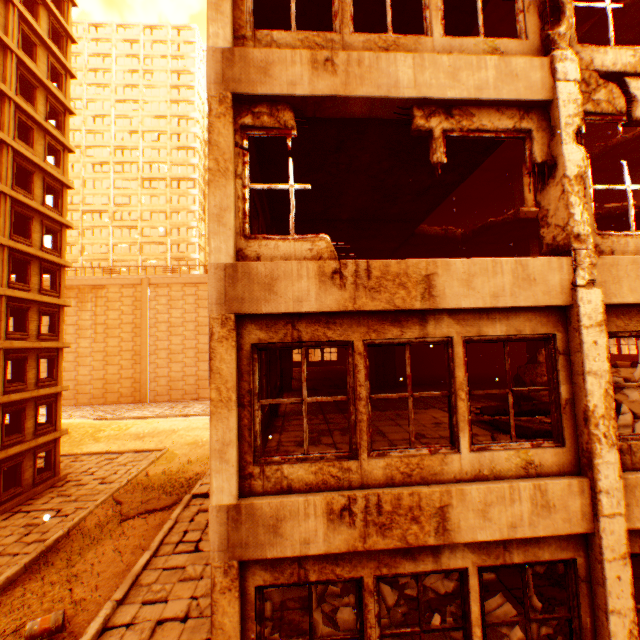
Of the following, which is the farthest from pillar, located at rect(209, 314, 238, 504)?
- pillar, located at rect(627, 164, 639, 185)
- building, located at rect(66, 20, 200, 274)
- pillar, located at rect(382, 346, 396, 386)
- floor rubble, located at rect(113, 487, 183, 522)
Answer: building, located at rect(66, 20, 200, 274)

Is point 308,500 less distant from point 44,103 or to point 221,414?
point 221,414

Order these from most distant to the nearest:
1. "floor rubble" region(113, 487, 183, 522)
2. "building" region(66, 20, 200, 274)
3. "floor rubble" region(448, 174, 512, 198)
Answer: "building" region(66, 20, 200, 274), "floor rubble" region(113, 487, 183, 522), "floor rubble" region(448, 174, 512, 198)

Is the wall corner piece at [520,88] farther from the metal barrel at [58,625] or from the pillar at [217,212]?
the metal barrel at [58,625]

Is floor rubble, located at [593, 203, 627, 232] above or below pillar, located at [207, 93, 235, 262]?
above

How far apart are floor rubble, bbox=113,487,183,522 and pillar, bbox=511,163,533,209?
21.31m

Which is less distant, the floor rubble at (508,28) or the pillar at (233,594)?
the pillar at (233,594)

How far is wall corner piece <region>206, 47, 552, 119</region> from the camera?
4.4 meters
